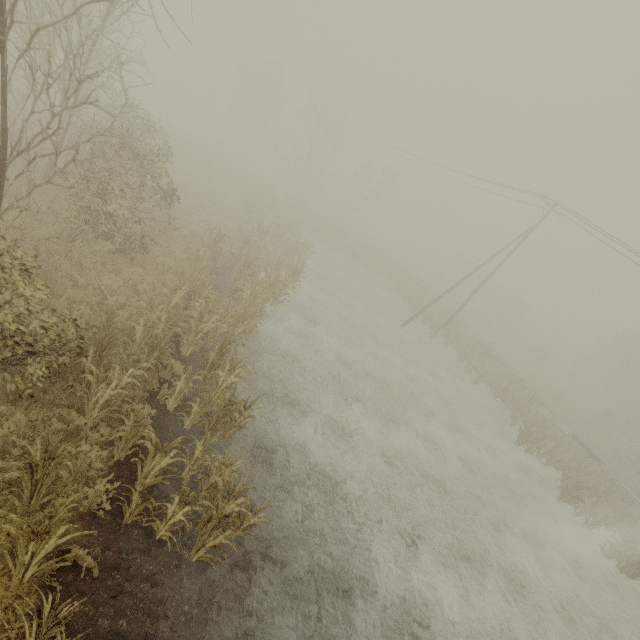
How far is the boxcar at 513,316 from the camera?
55.28m

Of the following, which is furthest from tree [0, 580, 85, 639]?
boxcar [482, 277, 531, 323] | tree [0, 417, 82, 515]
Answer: boxcar [482, 277, 531, 323]

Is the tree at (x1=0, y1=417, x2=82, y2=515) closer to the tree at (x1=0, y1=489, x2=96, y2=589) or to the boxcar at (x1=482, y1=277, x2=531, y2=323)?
the tree at (x1=0, y1=489, x2=96, y2=589)

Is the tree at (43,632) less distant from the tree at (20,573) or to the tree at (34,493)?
the tree at (20,573)

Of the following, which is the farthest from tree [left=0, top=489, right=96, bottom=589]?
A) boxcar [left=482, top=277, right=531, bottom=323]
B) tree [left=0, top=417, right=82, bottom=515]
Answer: boxcar [left=482, top=277, right=531, bottom=323]

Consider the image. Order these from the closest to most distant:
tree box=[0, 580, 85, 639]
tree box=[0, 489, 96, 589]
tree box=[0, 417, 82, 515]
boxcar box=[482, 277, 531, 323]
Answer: tree box=[0, 580, 85, 639], tree box=[0, 489, 96, 589], tree box=[0, 417, 82, 515], boxcar box=[482, 277, 531, 323]

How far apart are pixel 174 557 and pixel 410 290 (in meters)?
27.94

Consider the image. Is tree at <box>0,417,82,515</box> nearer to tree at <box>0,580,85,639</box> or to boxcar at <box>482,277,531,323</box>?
tree at <box>0,580,85,639</box>
